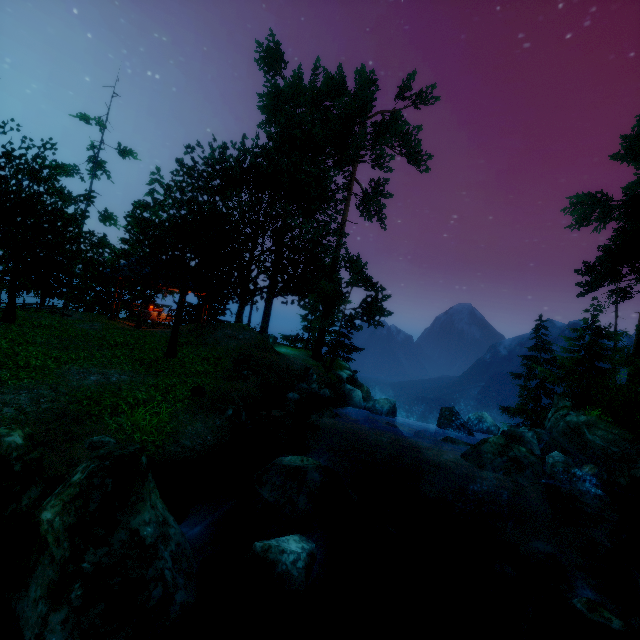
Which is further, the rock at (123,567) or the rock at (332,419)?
the rock at (332,419)

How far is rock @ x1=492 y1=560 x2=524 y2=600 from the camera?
7.17m

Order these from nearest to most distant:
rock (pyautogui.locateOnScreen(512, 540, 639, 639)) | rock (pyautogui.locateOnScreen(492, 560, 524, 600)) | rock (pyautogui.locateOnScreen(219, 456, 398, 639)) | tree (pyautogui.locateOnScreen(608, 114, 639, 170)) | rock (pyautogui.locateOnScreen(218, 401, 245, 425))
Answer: rock (pyautogui.locateOnScreen(219, 456, 398, 639)), rock (pyautogui.locateOnScreen(512, 540, 639, 639)), rock (pyautogui.locateOnScreen(492, 560, 524, 600)), rock (pyautogui.locateOnScreen(218, 401, 245, 425)), tree (pyautogui.locateOnScreen(608, 114, 639, 170))

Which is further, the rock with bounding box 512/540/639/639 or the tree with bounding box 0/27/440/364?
the tree with bounding box 0/27/440/364

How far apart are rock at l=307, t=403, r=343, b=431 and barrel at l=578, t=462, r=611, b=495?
8.82m

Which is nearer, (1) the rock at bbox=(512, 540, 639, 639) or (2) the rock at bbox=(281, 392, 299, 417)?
(1) the rock at bbox=(512, 540, 639, 639)

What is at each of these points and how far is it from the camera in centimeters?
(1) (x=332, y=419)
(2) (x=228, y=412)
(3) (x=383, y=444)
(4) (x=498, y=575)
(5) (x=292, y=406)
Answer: (1) rock, 1364cm
(2) rock, 1052cm
(3) rock, 1386cm
(4) rock, 754cm
(5) rock, 1352cm

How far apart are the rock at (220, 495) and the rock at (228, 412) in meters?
2.8
